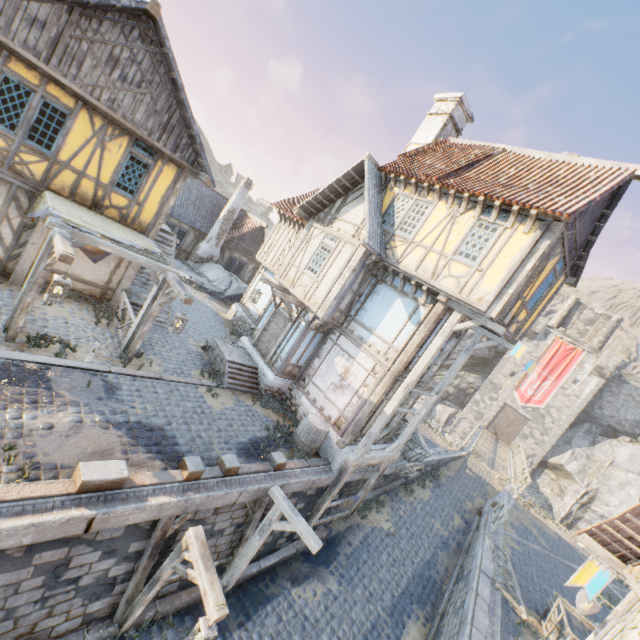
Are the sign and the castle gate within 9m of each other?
no

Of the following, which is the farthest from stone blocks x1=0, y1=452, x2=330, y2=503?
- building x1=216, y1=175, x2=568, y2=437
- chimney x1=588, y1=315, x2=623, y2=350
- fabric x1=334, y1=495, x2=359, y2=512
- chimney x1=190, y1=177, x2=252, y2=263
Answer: chimney x1=588, y1=315, x2=623, y2=350

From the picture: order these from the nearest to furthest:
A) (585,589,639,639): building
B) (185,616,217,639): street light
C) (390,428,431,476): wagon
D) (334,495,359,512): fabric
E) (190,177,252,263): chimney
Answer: (185,616,217,639): street light < (585,589,639,639): building < (334,495,359,512): fabric < (390,428,431,476): wagon < (190,177,252,263): chimney

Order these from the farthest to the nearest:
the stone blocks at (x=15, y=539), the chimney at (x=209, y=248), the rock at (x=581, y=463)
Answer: the rock at (x=581, y=463) → the chimney at (x=209, y=248) → the stone blocks at (x=15, y=539)

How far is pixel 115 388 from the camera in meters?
8.4 m

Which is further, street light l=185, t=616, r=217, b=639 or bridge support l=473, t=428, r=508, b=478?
bridge support l=473, t=428, r=508, b=478

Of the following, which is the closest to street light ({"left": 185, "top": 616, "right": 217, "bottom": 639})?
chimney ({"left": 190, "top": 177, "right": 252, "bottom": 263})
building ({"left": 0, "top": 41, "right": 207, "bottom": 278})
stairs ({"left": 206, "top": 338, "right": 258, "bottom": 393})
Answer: stairs ({"left": 206, "top": 338, "right": 258, "bottom": 393})

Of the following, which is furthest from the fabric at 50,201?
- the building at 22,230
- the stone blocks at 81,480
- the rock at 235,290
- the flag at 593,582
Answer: the flag at 593,582
